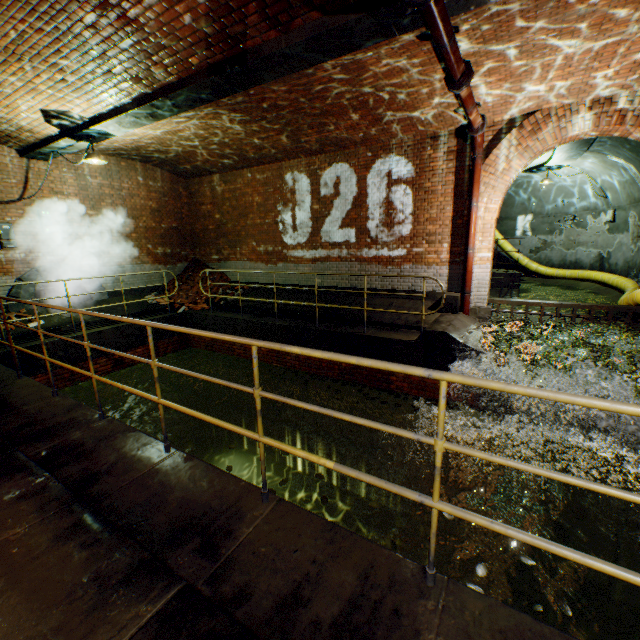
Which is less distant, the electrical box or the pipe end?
the pipe end

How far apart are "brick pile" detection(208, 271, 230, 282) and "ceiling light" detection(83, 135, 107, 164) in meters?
4.8 m

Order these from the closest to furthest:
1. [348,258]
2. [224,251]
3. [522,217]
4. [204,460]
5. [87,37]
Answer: [87,37] < [348,258] < [204,460] < [224,251] < [522,217]

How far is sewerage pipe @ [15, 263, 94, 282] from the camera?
8.4m

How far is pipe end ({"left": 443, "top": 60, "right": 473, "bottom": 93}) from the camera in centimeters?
444cm

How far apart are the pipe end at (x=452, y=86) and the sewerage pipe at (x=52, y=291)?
10.1m

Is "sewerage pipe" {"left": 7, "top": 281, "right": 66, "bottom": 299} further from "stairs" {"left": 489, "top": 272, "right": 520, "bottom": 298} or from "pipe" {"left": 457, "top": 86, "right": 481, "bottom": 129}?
"stairs" {"left": 489, "top": 272, "right": 520, "bottom": 298}

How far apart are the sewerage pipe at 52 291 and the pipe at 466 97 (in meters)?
10.23
